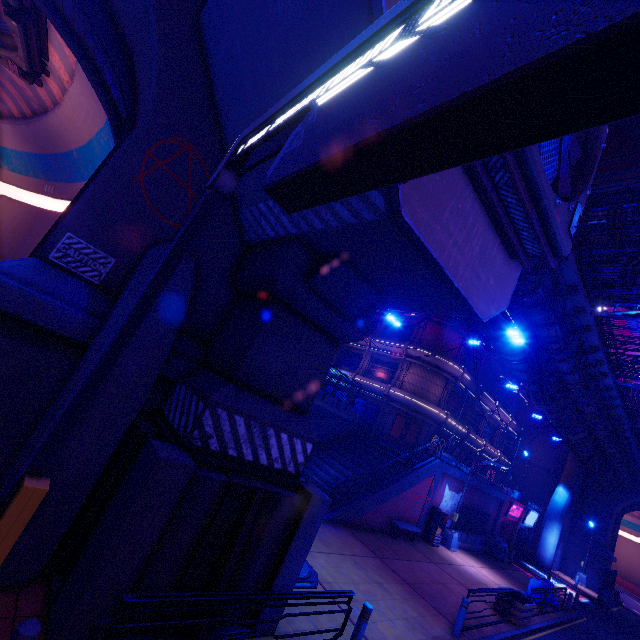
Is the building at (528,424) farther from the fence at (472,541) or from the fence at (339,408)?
the fence at (339,408)

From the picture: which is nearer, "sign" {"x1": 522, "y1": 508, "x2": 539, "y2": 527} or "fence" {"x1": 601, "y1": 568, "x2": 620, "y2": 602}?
"fence" {"x1": 601, "y1": 568, "x2": 620, "y2": 602}

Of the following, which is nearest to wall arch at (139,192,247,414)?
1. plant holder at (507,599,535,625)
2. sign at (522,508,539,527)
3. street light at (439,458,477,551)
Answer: plant holder at (507,599,535,625)

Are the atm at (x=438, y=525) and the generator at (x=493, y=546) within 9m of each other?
yes

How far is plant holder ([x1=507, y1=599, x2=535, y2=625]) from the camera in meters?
13.2 m

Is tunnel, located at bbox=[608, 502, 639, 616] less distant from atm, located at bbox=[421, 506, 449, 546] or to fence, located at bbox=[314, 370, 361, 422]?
atm, located at bbox=[421, 506, 449, 546]

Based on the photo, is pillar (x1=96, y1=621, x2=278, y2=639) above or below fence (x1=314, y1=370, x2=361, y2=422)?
below

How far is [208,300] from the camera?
7.9m
